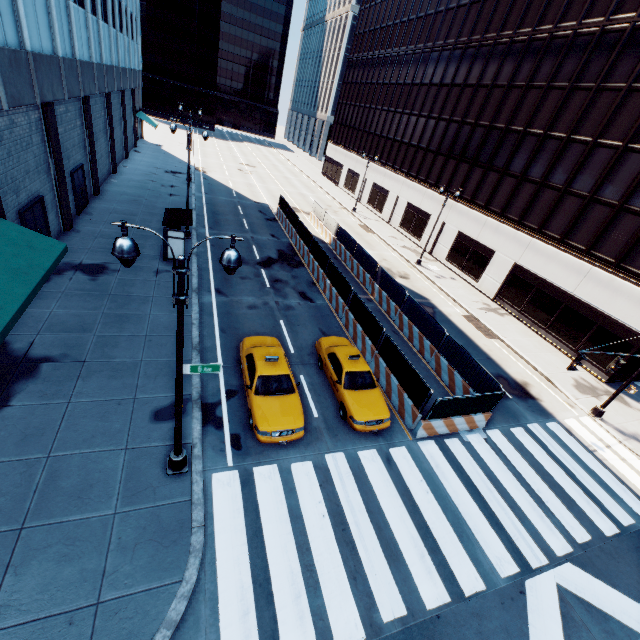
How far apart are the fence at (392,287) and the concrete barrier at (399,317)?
0.01m

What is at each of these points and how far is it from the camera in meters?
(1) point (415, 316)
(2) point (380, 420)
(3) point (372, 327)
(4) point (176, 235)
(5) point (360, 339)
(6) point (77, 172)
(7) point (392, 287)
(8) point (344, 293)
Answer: (1) fence, 19.5
(2) vehicle, 12.5
(3) fence, 16.7
(4) bus stop, 19.4
(5) concrete barrier, 17.6
(6) door, 22.1
(7) fence, 21.7
(8) fence, 19.7

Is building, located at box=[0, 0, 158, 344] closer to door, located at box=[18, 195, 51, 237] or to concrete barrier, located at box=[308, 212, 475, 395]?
door, located at box=[18, 195, 51, 237]

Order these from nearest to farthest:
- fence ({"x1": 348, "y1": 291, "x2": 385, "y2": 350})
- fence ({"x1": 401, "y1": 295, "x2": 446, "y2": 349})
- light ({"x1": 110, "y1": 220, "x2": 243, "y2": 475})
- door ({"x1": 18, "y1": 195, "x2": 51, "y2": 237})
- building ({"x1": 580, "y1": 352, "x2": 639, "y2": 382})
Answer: light ({"x1": 110, "y1": 220, "x2": 243, "y2": 475}), door ({"x1": 18, "y1": 195, "x2": 51, "y2": 237}), fence ({"x1": 348, "y1": 291, "x2": 385, "y2": 350}), fence ({"x1": 401, "y1": 295, "x2": 446, "y2": 349}), building ({"x1": 580, "y1": 352, "x2": 639, "y2": 382})

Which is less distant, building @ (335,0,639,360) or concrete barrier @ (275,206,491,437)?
concrete barrier @ (275,206,491,437)

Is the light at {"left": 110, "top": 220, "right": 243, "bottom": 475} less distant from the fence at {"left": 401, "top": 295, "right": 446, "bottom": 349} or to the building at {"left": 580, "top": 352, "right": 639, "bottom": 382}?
the fence at {"left": 401, "top": 295, "right": 446, "bottom": 349}

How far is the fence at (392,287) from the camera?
21.3m

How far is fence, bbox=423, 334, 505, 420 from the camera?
12.84m
